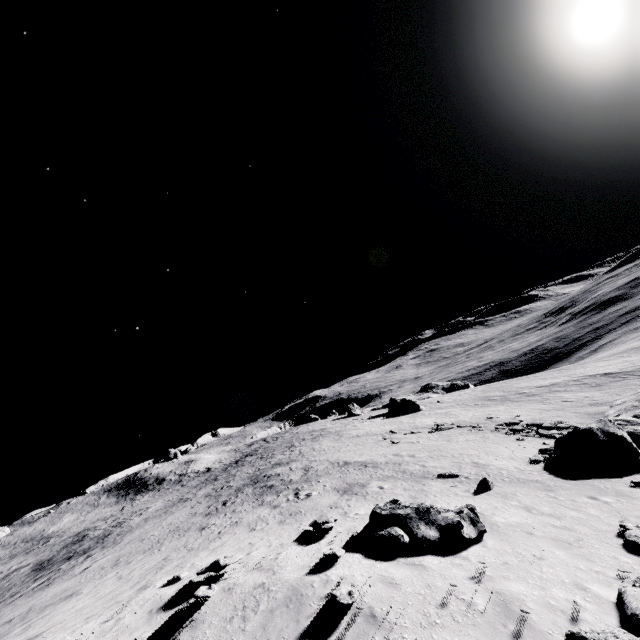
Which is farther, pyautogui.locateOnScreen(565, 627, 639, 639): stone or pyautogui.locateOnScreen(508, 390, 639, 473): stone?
pyautogui.locateOnScreen(508, 390, 639, 473): stone

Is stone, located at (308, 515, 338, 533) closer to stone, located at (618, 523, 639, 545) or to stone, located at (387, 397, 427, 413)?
stone, located at (618, 523, 639, 545)

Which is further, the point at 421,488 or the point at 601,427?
the point at 601,427

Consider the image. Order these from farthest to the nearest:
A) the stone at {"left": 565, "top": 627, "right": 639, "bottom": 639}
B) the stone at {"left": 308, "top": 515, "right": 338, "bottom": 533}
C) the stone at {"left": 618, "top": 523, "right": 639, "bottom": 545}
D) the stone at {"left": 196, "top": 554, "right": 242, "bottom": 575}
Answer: the stone at {"left": 308, "top": 515, "right": 338, "bottom": 533} < the stone at {"left": 196, "top": 554, "right": 242, "bottom": 575} < the stone at {"left": 618, "top": 523, "right": 639, "bottom": 545} < the stone at {"left": 565, "top": 627, "right": 639, "bottom": 639}

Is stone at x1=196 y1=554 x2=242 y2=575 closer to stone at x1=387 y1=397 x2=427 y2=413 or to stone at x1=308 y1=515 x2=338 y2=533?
stone at x1=308 y1=515 x2=338 y2=533

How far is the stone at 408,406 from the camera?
47.7 meters

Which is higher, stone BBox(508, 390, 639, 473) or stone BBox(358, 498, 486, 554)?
stone BBox(358, 498, 486, 554)

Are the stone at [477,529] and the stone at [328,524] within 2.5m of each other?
yes
